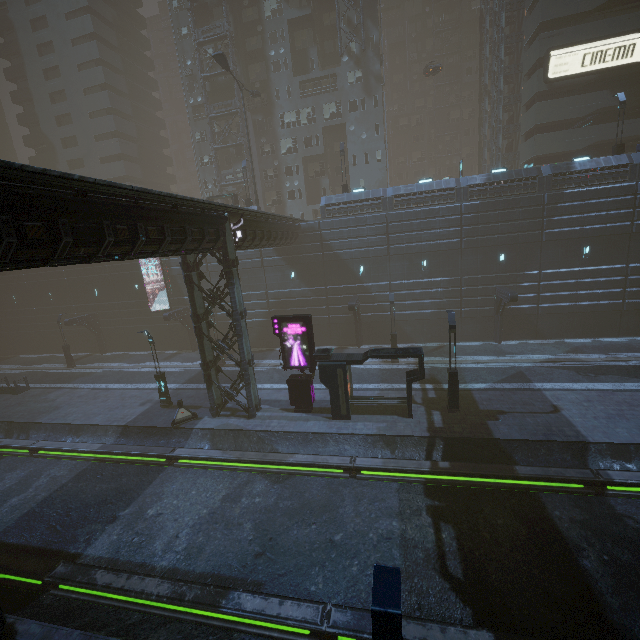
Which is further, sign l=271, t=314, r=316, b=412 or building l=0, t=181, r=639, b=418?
sign l=271, t=314, r=316, b=412

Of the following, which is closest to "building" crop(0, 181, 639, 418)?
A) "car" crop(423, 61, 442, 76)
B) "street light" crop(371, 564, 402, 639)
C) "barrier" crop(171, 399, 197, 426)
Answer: "barrier" crop(171, 399, 197, 426)

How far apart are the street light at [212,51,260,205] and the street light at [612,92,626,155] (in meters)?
30.32

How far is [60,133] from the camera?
47.72m

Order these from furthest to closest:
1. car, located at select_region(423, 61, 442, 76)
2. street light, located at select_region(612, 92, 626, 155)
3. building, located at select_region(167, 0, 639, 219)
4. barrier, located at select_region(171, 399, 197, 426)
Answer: car, located at select_region(423, 61, 442, 76), building, located at select_region(167, 0, 639, 219), street light, located at select_region(612, 92, 626, 155), barrier, located at select_region(171, 399, 197, 426)

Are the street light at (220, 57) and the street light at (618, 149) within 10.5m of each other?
no

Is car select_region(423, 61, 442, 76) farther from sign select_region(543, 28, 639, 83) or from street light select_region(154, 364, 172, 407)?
street light select_region(154, 364, 172, 407)

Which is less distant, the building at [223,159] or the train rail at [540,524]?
the train rail at [540,524]
